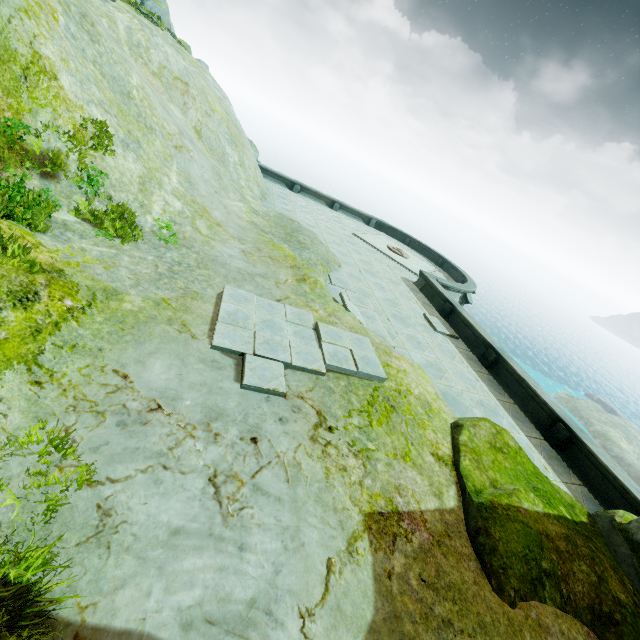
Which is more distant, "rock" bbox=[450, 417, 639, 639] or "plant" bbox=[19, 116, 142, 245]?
"plant" bbox=[19, 116, 142, 245]

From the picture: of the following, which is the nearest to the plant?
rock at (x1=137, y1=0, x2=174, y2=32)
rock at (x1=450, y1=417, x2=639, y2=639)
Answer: rock at (x1=450, y1=417, x2=639, y2=639)

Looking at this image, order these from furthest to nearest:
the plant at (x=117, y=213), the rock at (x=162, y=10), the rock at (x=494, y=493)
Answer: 1. the rock at (x=162, y=10)
2. the plant at (x=117, y=213)
3. the rock at (x=494, y=493)

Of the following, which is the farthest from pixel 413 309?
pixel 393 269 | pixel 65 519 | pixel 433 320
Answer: pixel 65 519

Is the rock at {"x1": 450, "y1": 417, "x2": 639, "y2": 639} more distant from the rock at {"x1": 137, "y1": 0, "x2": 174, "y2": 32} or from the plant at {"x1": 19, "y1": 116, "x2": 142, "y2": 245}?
the plant at {"x1": 19, "y1": 116, "x2": 142, "y2": 245}

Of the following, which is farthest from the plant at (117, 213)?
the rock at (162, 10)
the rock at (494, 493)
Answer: the rock at (162, 10)

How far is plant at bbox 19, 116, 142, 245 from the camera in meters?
6.9 m

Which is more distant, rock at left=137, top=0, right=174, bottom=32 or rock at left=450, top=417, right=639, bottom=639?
rock at left=137, top=0, right=174, bottom=32
